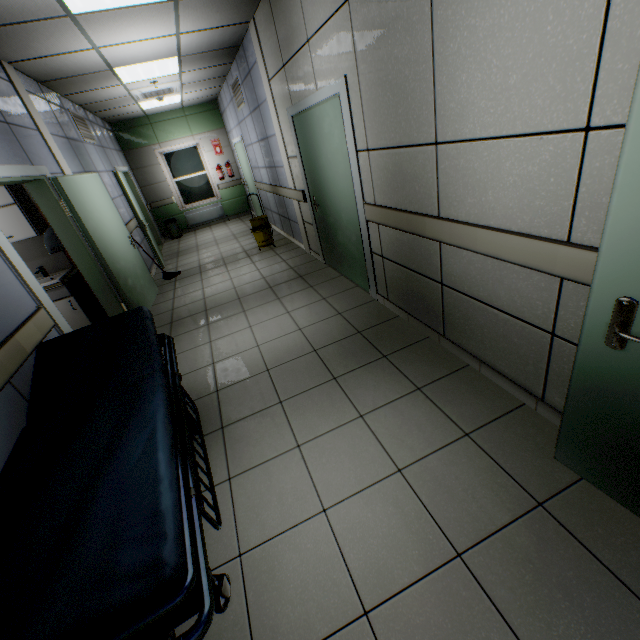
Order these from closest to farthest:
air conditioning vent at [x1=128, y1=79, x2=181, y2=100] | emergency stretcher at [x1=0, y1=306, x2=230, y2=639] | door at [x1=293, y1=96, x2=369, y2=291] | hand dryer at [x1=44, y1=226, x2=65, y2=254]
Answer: emergency stretcher at [x1=0, y1=306, x2=230, y2=639], door at [x1=293, y1=96, x2=369, y2=291], hand dryer at [x1=44, y1=226, x2=65, y2=254], air conditioning vent at [x1=128, y1=79, x2=181, y2=100]

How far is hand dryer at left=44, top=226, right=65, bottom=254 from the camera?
3.8 meters

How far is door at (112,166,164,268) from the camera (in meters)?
6.40

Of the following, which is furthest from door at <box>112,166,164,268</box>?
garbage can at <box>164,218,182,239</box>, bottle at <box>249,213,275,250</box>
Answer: bottle at <box>249,213,275,250</box>

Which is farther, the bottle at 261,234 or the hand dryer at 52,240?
the bottle at 261,234

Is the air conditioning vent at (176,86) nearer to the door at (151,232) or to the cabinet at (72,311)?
the door at (151,232)

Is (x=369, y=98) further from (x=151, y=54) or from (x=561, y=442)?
(x=151, y=54)

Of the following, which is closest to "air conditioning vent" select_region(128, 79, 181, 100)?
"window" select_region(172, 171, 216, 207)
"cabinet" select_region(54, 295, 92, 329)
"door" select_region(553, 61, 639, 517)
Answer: "window" select_region(172, 171, 216, 207)
